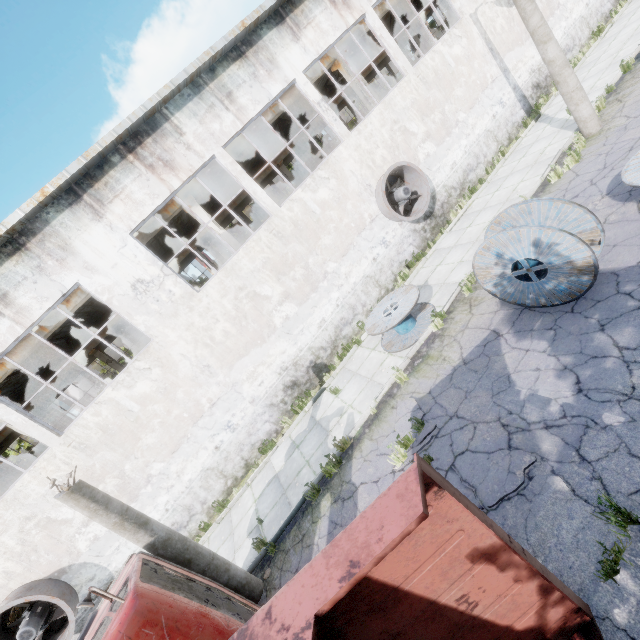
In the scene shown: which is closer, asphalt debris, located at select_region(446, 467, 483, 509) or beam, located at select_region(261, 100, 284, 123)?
asphalt debris, located at select_region(446, 467, 483, 509)

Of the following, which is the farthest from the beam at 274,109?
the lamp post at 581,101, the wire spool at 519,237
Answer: the wire spool at 519,237

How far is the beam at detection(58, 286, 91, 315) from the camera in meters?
11.6 m

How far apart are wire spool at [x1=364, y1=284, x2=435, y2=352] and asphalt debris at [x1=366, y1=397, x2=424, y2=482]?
2.0 meters

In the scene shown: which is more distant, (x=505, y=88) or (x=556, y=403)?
(x=505, y=88)

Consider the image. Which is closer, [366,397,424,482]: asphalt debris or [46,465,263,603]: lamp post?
[46,465,263,603]: lamp post

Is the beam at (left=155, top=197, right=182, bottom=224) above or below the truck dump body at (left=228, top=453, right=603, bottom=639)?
above

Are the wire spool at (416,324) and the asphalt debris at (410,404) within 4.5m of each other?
yes
